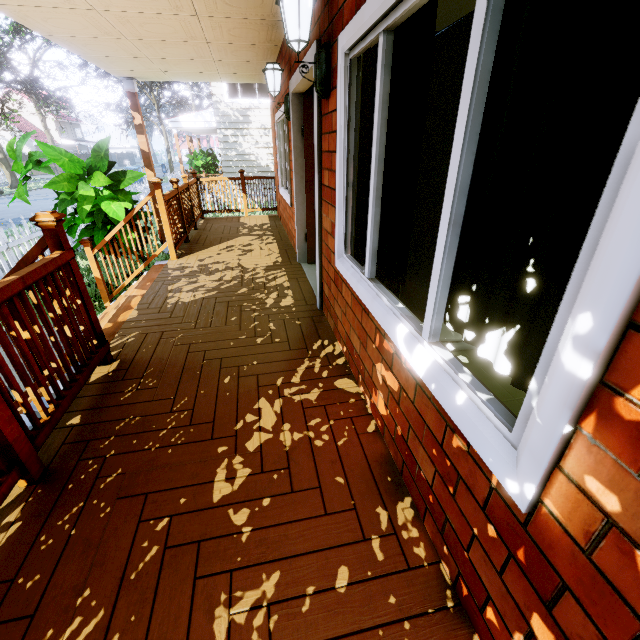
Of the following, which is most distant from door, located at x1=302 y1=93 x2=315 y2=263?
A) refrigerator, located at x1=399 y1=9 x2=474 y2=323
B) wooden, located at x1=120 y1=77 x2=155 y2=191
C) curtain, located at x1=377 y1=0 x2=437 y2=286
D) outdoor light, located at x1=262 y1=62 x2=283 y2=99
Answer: wooden, located at x1=120 y1=77 x2=155 y2=191

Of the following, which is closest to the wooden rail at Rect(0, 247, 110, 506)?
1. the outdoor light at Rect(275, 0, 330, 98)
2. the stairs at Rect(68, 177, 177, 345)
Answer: the stairs at Rect(68, 177, 177, 345)

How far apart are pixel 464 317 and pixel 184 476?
1.6 meters

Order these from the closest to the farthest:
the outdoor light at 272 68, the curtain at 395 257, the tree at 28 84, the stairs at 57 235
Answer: the curtain at 395 257 < the stairs at 57 235 < the outdoor light at 272 68 < the tree at 28 84

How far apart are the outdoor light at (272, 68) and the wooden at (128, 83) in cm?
421

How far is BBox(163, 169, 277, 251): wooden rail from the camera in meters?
5.2

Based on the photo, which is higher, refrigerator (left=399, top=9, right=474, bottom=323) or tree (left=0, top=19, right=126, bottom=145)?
tree (left=0, top=19, right=126, bottom=145)

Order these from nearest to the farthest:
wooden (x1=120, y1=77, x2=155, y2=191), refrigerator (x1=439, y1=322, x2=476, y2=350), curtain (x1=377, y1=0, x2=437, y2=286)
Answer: Result:
curtain (x1=377, y1=0, x2=437, y2=286)
refrigerator (x1=439, y1=322, x2=476, y2=350)
wooden (x1=120, y1=77, x2=155, y2=191)
